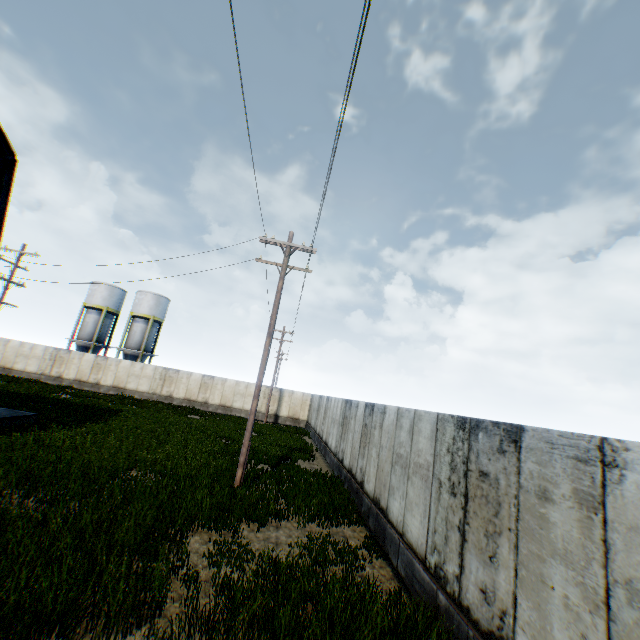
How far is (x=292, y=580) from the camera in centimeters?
588cm
